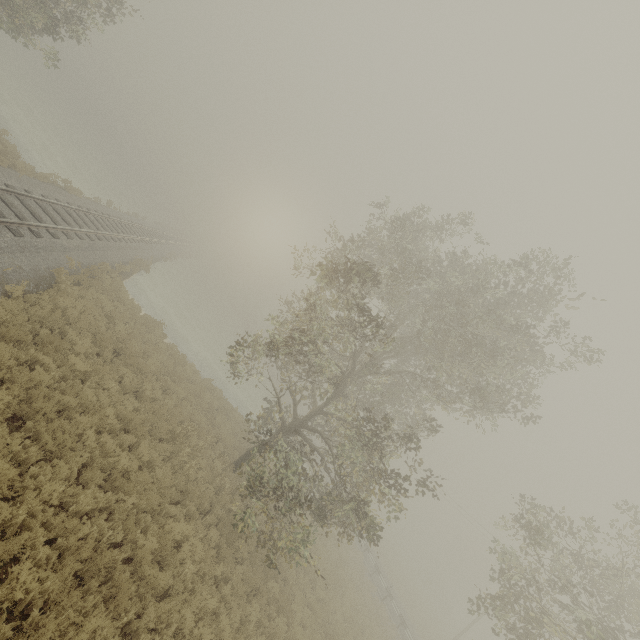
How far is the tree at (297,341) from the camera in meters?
11.3 m

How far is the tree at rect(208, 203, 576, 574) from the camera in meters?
11.3

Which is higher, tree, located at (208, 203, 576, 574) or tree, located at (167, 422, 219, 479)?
tree, located at (208, 203, 576, 574)

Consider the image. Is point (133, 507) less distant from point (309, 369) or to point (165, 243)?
point (309, 369)
